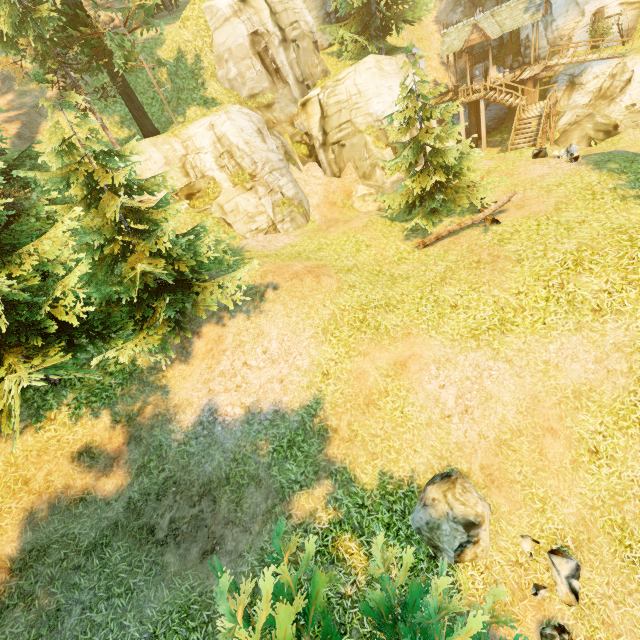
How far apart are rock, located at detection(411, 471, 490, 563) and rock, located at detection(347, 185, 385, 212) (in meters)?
15.69

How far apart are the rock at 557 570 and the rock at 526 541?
0.2 meters

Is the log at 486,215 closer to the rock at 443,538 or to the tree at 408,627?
the tree at 408,627

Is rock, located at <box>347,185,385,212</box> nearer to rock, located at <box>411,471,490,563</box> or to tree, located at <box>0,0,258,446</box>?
tree, located at <box>0,0,258,446</box>

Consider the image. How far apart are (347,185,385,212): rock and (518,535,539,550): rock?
17.1 meters

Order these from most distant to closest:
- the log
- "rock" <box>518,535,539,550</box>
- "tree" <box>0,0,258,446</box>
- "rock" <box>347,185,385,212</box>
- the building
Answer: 1. the building
2. "rock" <box>347,185,385,212</box>
3. the log
4. "tree" <box>0,0,258,446</box>
5. "rock" <box>518,535,539,550</box>

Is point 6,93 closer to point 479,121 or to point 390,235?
point 390,235

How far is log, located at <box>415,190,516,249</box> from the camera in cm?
1280
